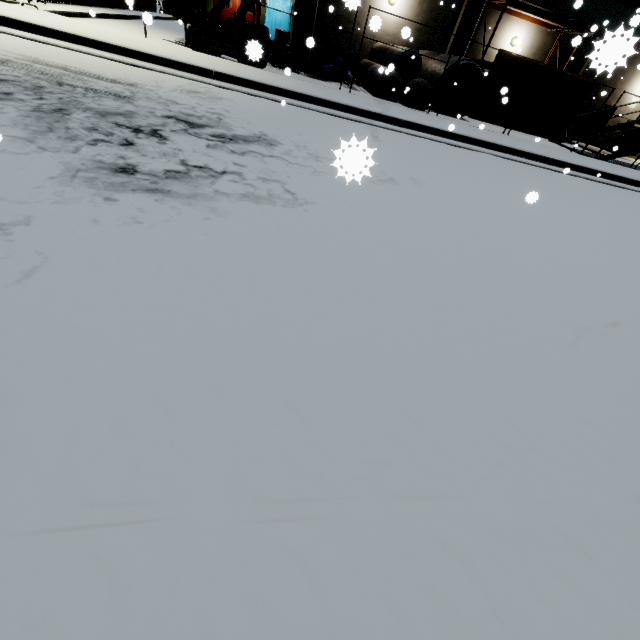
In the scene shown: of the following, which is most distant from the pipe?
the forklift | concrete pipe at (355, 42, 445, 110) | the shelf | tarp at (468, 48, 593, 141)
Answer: the shelf

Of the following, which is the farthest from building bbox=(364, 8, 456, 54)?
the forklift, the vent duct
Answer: the forklift

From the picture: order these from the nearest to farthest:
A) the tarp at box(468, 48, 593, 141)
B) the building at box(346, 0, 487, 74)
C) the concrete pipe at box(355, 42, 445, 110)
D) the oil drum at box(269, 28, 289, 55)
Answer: the tarp at box(468, 48, 593, 141) → the concrete pipe at box(355, 42, 445, 110) → the building at box(346, 0, 487, 74) → the oil drum at box(269, 28, 289, 55)

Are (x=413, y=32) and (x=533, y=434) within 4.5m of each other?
no

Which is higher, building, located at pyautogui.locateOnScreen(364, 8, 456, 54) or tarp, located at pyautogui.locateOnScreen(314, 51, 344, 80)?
building, located at pyautogui.locateOnScreen(364, 8, 456, 54)

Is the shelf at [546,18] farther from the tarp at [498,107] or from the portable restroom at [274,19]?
the portable restroom at [274,19]

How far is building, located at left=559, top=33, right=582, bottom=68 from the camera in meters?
4.6

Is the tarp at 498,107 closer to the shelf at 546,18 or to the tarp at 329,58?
the tarp at 329,58
